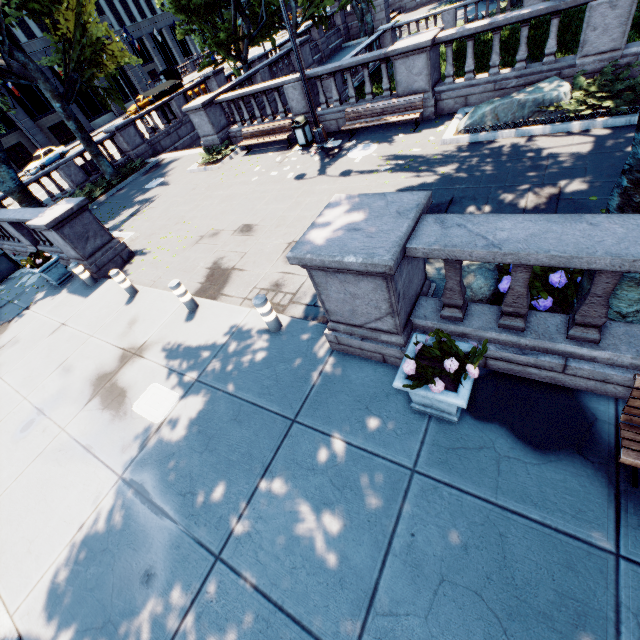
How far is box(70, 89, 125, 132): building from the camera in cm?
4323

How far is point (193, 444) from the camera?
5.1 meters

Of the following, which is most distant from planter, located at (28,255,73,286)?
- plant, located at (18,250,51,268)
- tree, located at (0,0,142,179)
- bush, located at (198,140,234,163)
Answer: bush, located at (198,140,234,163)

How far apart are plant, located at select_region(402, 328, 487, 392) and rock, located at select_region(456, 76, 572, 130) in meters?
8.6

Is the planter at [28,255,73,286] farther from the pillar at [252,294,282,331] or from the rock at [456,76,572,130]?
the rock at [456,76,572,130]

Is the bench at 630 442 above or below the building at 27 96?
below

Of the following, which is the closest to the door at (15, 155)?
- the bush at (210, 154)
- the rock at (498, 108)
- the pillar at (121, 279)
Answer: the bush at (210, 154)

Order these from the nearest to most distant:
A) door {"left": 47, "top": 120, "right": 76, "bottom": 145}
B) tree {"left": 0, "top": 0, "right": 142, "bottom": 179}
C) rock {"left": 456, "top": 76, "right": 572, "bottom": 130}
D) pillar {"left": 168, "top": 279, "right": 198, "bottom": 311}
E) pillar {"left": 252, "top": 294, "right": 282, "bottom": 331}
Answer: pillar {"left": 252, "top": 294, "right": 282, "bottom": 331} < pillar {"left": 168, "top": 279, "right": 198, "bottom": 311} < rock {"left": 456, "top": 76, "right": 572, "bottom": 130} < tree {"left": 0, "top": 0, "right": 142, "bottom": 179} < door {"left": 47, "top": 120, "right": 76, "bottom": 145}
